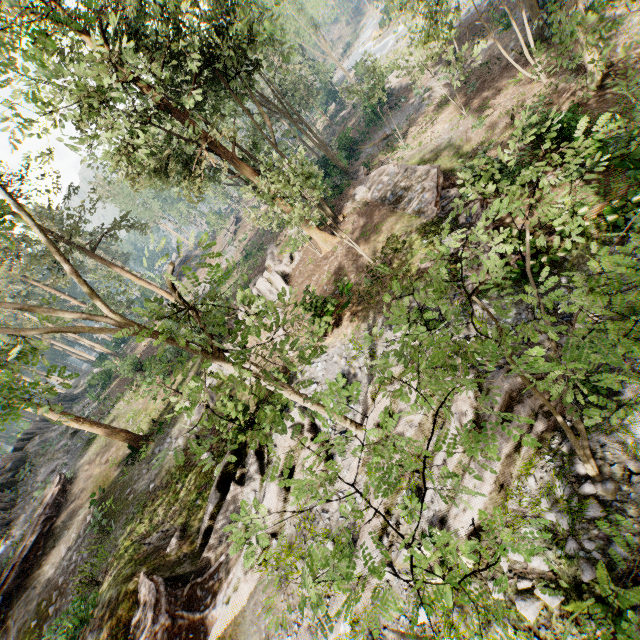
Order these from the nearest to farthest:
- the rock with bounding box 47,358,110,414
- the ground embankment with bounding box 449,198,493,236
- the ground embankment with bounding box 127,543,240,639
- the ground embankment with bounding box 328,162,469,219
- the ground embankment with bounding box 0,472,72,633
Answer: the ground embankment with bounding box 127,543,240,639, the ground embankment with bounding box 449,198,493,236, the ground embankment with bounding box 328,162,469,219, the ground embankment with bounding box 0,472,72,633, the rock with bounding box 47,358,110,414

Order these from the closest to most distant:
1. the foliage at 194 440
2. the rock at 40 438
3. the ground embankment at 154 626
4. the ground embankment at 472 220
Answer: the foliage at 194 440 → the ground embankment at 154 626 → the ground embankment at 472 220 → the rock at 40 438

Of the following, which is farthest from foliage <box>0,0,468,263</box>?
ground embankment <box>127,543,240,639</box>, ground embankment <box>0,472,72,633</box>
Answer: ground embankment <box>0,472,72,633</box>

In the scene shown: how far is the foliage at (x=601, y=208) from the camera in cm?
395

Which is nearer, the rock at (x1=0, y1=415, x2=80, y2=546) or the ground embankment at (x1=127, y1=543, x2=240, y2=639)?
the ground embankment at (x1=127, y1=543, x2=240, y2=639)

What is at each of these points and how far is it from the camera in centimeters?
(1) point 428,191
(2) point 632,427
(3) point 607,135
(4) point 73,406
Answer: (1) ground embankment, 1697cm
(2) rock, 653cm
(3) foliage, 1233cm
(4) rock, 4034cm

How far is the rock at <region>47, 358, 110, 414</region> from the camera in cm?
3622
